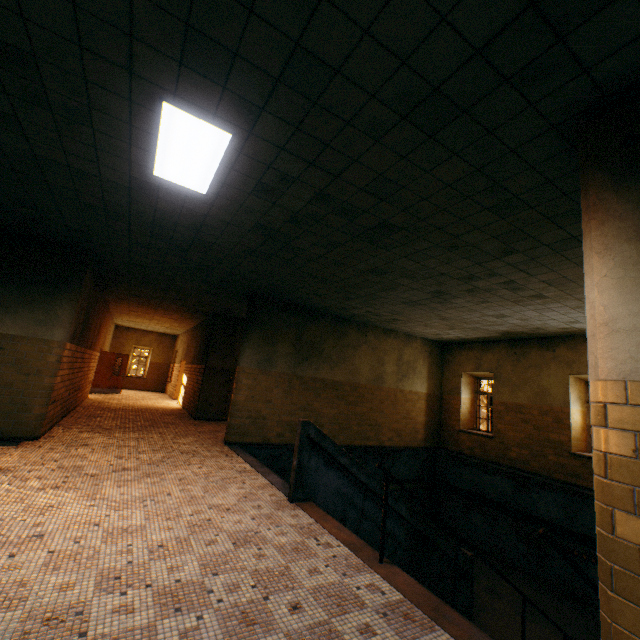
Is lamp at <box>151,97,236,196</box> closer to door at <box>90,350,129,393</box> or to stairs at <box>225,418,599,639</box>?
stairs at <box>225,418,599,639</box>

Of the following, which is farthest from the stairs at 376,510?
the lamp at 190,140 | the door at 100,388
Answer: the door at 100,388

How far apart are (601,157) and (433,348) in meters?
10.7

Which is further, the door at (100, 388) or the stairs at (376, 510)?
the door at (100, 388)

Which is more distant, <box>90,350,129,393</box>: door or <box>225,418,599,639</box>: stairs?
<box>90,350,129,393</box>: door

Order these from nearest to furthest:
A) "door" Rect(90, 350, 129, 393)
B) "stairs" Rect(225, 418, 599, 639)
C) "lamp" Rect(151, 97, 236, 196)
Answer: "lamp" Rect(151, 97, 236, 196), "stairs" Rect(225, 418, 599, 639), "door" Rect(90, 350, 129, 393)

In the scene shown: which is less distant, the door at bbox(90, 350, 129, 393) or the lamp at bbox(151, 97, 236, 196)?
the lamp at bbox(151, 97, 236, 196)

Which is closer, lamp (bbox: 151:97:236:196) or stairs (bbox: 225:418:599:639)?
lamp (bbox: 151:97:236:196)
